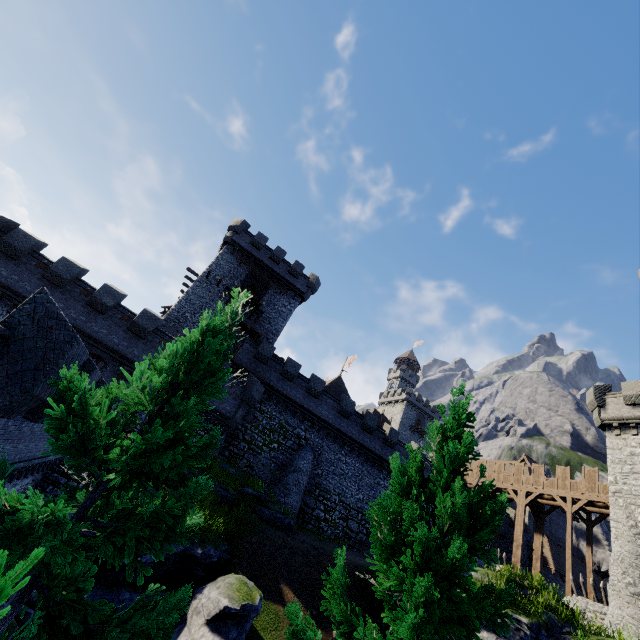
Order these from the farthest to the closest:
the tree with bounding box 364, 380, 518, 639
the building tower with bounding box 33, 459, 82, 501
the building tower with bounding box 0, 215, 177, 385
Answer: the building tower with bounding box 0, 215, 177, 385, the building tower with bounding box 33, 459, 82, 501, the tree with bounding box 364, 380, 518, 639

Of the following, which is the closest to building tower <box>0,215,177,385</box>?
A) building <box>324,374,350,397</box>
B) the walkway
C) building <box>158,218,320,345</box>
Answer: building <box>158,218,320,345</box>

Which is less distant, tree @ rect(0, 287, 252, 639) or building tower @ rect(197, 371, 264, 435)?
tree @ rect(0, 287, 252, 639)

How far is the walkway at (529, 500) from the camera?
25.5 meters

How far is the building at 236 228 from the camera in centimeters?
2975cm

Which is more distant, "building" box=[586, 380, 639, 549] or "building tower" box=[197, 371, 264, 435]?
"building tower" box=[197, 371, 264, 435]

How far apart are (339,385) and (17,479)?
41.4m

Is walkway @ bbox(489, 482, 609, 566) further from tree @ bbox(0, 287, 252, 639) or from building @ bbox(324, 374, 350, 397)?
tree @ bbox(0, 287, 252, 639)
